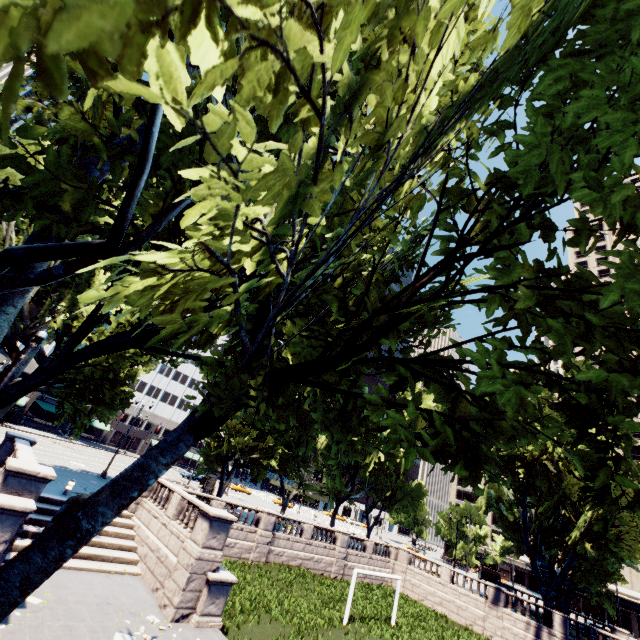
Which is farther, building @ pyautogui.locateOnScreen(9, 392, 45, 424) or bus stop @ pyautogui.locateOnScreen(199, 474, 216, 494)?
building @ pyautogui.locateOnScreen(9, 392, 45, 424)

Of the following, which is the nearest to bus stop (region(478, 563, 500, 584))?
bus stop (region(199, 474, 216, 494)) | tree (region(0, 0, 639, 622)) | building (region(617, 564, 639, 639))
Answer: tree (region(0, 0, 639, 622))

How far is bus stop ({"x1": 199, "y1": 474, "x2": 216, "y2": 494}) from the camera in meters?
42.0

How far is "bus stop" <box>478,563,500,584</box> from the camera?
56.4m

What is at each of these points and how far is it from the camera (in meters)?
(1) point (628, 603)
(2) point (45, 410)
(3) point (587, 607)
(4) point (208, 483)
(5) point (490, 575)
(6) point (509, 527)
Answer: (1) building, 51.69
(2) building, 50.47
(3) building, 54.41
(4) bus stop, 42.69
(5) bus stop, 57.38
(6) tree, 39.56

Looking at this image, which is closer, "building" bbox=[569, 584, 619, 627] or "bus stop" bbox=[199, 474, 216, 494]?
"bus stop" bbox=[199, 474, 216, 494]

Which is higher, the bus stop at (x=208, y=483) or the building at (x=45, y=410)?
the building at (x=45, y=410)

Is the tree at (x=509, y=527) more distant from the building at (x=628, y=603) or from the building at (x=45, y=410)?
the building at (x=628, y=603)
